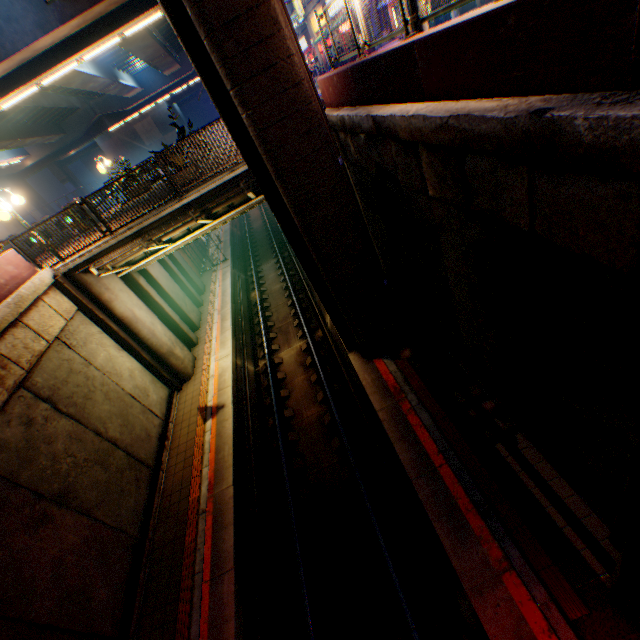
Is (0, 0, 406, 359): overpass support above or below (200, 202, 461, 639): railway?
above

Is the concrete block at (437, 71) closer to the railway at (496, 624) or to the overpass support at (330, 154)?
the overpass support at (330, 154)

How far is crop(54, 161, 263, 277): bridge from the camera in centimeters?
990cm

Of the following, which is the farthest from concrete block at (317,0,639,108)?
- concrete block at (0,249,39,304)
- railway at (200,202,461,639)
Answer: concrete block at (0,249,39,304)

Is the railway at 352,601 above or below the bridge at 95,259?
below

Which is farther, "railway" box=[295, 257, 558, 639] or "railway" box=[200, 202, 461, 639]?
"railway" box=[200, 202, 461, 639]

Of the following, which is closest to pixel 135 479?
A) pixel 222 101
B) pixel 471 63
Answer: pixel 222 101

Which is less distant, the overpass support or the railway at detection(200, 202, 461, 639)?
the overpass support
